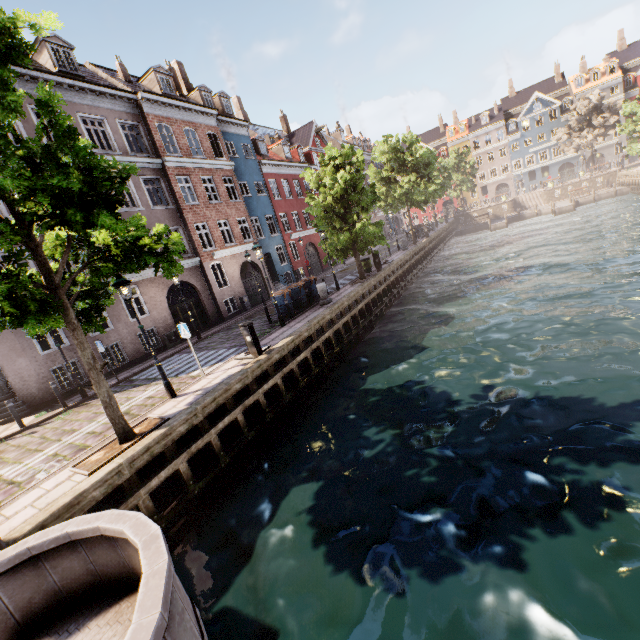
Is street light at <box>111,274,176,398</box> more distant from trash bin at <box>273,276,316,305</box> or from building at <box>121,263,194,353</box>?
trash bin at <box>273,276,316,305</box>

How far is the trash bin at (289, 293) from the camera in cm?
1595

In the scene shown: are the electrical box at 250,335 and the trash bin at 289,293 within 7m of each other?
yes

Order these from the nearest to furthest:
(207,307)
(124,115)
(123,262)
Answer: (123,262) → (124,115) → (207,307)

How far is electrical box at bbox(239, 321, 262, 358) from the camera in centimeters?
1078cm

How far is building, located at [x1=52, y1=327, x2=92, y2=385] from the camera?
14.24m

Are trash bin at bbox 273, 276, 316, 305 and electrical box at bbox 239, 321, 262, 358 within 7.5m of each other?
yes

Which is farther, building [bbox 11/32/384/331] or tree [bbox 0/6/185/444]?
building [bbox 11/32/384/331]
